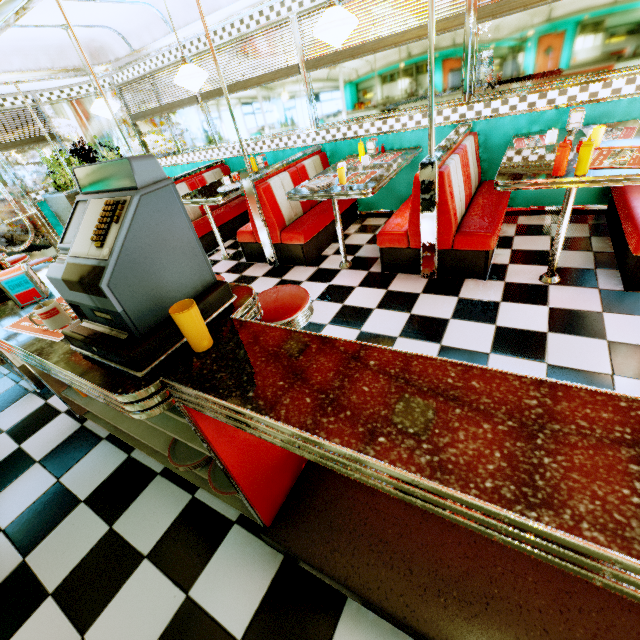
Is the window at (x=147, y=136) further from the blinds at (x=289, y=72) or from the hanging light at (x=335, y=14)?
the hanging light at (x=335, y=14)

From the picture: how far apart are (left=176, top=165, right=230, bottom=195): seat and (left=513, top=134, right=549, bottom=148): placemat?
4.1m

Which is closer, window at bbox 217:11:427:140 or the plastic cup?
the plastic cup

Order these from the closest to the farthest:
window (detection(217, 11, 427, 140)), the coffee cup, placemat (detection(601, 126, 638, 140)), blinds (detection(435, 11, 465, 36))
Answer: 1. the coffee cup
2. placemat (detection(601, 126, 638, 140))
3. blinds (detection(435, 11, 465, 36))
4. window (detection(217, 11, 427, 140))

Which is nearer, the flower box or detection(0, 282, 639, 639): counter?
detection(0, 282, 639, 639): counter

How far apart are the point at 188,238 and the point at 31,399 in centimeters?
303cm

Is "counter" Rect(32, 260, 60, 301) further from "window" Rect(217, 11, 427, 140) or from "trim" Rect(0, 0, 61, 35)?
"window" Rect(217, 11, 427, 140)

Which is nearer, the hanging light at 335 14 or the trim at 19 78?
the hanging light at 335 14
